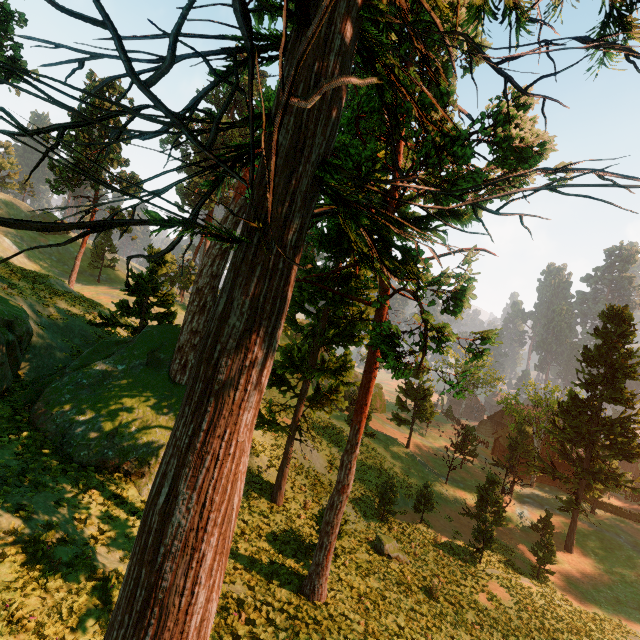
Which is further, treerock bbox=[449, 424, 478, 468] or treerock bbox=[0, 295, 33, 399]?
treerock bbox=[449, 424, 478, 468]

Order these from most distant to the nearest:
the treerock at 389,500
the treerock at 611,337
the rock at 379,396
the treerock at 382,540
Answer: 1. the rock at 379,396
2. the treerock at 611,337
3. the treerock at 389,500
4. the treerock at 382,540

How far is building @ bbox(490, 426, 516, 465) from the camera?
49.8 meters

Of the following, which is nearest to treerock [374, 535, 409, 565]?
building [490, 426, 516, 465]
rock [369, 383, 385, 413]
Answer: building [490, 426, 516, 465]

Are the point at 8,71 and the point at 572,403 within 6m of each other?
no

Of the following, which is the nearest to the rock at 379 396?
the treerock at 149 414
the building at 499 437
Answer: the treerock at 149 414
